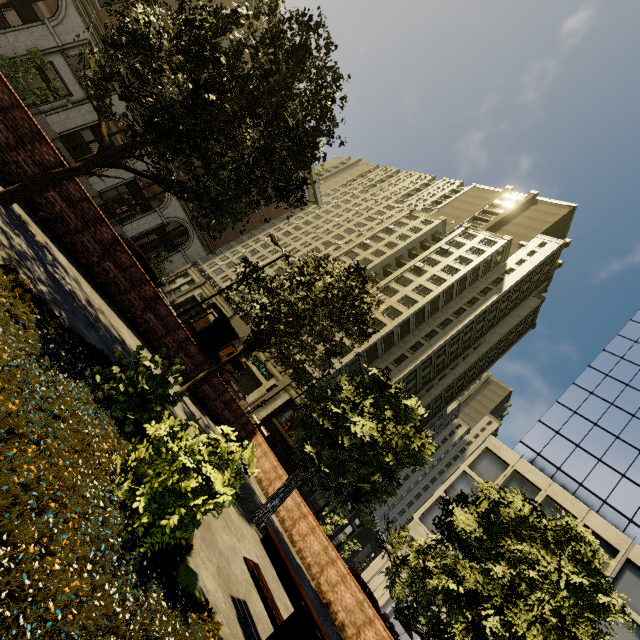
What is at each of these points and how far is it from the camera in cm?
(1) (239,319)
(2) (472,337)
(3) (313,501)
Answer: (1) building, 4534
(2) building, 4925
(3) building, 3694

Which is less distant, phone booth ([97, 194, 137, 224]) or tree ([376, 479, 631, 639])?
tree ([376, 479, 631, 639])

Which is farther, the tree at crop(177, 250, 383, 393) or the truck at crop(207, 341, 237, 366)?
the truck at crop(207, 341, 237, 366)

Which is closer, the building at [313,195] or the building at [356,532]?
the building at [313,195]

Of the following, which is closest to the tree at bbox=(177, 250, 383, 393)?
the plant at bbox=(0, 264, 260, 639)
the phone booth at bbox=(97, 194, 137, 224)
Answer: the plant at bbox=(0, 264, 260, 639)

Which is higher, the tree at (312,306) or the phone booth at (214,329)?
the tree at (312,306)

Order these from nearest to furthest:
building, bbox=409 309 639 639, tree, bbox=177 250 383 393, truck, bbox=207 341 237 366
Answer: tree, bbox=177 250 383 393 → building, bbox=409 309 639 639 → truck, bbox=207 341 237 366

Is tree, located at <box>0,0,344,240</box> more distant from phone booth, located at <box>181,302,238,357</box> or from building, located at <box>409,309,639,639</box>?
building, located at <box>409,309,639,639</box>
